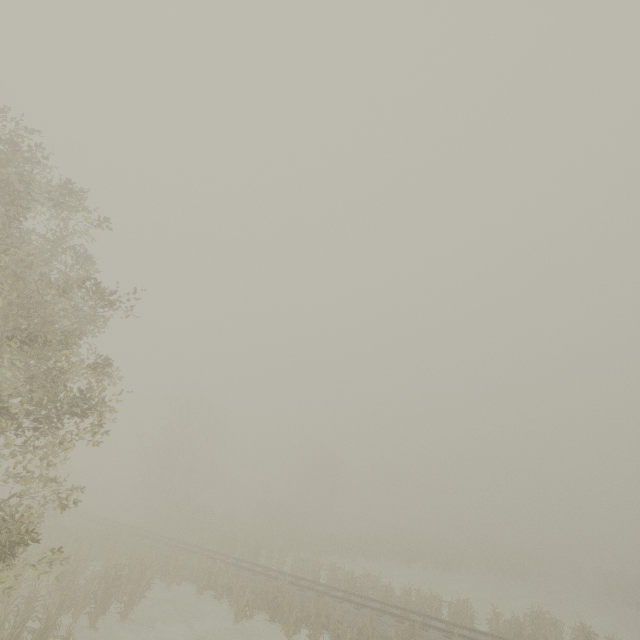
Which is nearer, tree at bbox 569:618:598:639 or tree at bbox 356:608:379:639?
tree at bbox 356:608:379:639

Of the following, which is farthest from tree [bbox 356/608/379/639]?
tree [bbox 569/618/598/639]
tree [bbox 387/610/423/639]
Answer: tree [bbox 569/618/598/639]

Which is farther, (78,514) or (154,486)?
(154,486)

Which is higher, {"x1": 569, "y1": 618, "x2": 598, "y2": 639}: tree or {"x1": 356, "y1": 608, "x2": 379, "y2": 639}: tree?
{"x1": 569, "y1": 618, "x2": 598, "y2": 639}: tree

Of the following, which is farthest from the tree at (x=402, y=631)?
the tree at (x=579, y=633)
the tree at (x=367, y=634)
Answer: the tree at (x=579, y=633)

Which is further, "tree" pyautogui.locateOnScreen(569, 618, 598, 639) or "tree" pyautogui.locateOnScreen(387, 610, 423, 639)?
"tree" pyautogui.locateOnScreen(569, 618, 598, 639)
